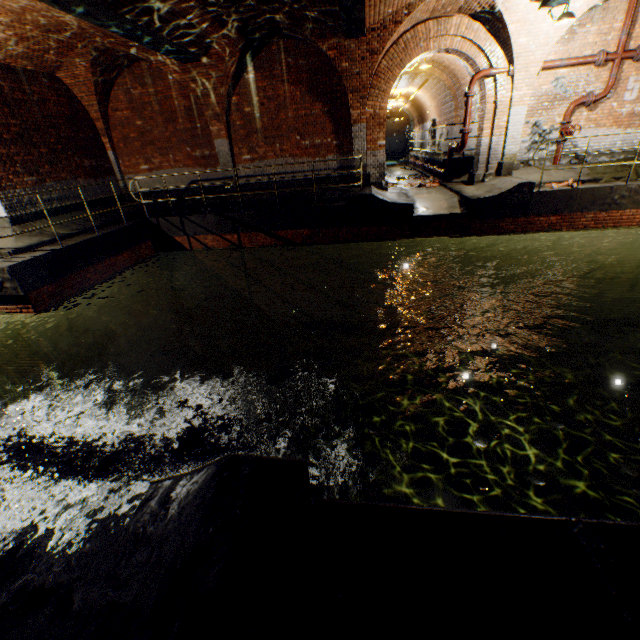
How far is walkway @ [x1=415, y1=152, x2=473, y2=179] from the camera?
13.42m

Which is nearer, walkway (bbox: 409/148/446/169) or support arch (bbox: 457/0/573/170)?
support arch (bbox: 457/0/573/170)

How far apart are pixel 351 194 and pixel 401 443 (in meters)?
8.16

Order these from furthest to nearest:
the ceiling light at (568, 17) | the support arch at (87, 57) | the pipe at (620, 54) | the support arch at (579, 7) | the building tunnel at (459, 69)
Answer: the building tunnel at (459, 69) < the support arch at (87, 57) < the pipe at (620, 54) < the support arch at (579, 7) < the ceiling light at (568, 17)

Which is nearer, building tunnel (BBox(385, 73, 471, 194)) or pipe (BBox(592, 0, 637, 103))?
pipe (BBox(592, 0, 637, 103))

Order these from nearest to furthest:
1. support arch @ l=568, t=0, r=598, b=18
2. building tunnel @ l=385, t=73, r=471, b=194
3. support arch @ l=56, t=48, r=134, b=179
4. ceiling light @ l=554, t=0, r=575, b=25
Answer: ceiling light @ l=554, t=0, r=575, b=25 → support arch @ l=568, t=0, r=598, b=18 → support arch @ l=56, t=48, r=134, b=179 → building tunnel @ l=385, t=73, r=471, b=194

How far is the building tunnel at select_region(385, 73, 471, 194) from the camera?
13.4 meters

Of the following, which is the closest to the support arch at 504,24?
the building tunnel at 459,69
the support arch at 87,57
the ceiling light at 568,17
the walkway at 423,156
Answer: the building tunnel at 459,69
